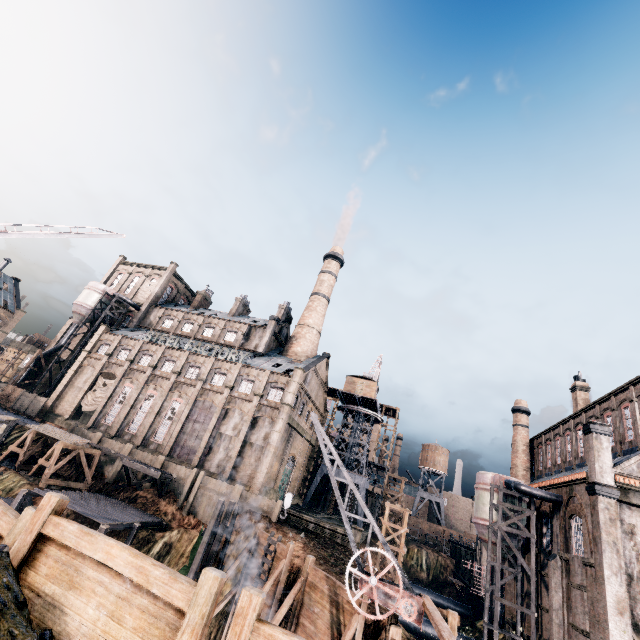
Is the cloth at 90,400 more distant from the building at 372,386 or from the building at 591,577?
the building at 372,386

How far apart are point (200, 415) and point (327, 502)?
30.1 meters

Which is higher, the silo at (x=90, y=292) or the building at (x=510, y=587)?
the silo at (x=90, y=292)

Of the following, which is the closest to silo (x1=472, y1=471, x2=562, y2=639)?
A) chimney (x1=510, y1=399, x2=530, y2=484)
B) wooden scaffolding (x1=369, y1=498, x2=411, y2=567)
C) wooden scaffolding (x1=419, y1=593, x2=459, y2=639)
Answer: wooden scaffolding (x1=369, y1=498, x2=411, y2=567)

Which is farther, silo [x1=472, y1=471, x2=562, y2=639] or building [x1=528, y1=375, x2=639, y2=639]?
silo [x1=472, y1=471, x2=562, y2=639]

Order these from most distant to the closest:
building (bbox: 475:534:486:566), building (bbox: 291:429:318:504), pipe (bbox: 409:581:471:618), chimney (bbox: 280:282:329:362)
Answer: chimney (bbox: 280:282:329:362) → building (bbox: 291:429:318:504) → pipe (bbox: 409:581:471:618) → building (bbox: 475:534:486:566)

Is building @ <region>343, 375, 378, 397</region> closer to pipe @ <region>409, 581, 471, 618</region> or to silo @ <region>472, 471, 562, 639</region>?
silo @ <region>472, 471, 562, 639</region>

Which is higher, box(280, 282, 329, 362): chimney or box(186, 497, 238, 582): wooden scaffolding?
box(280, 282, 329, 362): chimney
